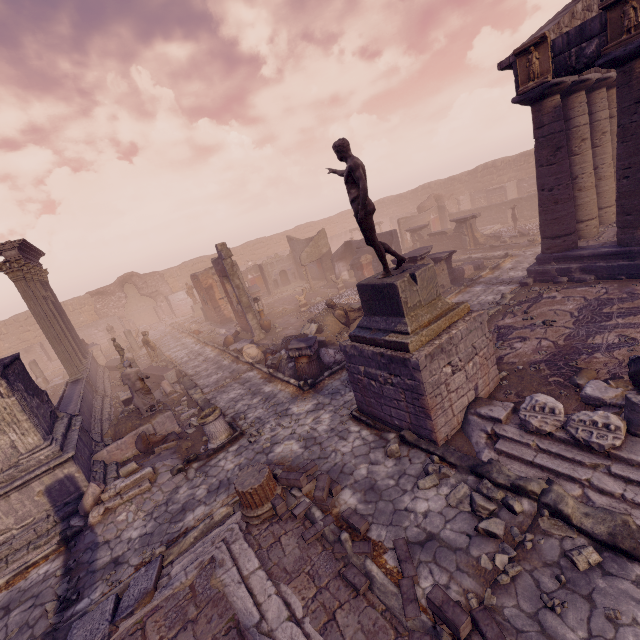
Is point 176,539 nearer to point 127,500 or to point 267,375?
point 127,500

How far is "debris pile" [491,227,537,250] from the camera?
18.6m

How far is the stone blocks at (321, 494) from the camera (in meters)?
5.74

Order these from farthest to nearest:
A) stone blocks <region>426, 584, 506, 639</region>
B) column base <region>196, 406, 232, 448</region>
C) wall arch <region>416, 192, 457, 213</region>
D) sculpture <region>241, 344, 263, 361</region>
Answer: wall arch <region>416, 192, 457, 213</region> < sculpture <region>241, 344, 263, 361</region> < column base <region>196, 406, 232, 448</region> < stone blocks <region>426, 584, 506, 639</region>

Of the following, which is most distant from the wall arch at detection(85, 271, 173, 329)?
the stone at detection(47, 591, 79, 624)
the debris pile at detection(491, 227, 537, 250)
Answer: the stone at detection(47, 591, 79, 624)

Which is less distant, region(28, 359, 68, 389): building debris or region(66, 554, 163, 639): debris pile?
region(66, 554, 163, 639): debris pile

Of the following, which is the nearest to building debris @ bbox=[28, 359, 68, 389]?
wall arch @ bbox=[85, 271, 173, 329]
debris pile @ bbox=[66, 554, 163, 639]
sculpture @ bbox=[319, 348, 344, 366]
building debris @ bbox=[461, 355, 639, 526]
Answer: wall arch @ bbox=[85, 271, 173, 329]

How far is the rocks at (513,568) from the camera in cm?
402
